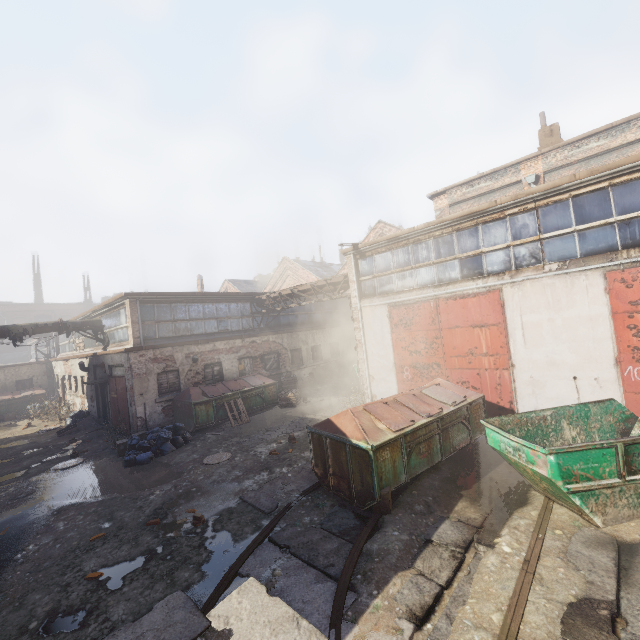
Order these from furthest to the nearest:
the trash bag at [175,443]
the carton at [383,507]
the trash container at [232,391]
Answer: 1. the trash container at [232,391]
2. the trash bag at [175,443]
3. the carton at [383,507]

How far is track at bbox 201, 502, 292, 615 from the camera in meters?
4.6

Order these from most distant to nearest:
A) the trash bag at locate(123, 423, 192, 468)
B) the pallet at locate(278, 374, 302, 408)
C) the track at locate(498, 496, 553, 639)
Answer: the pallet at locate(278, 374, 302, 408), the trash bag at locate(123, 423, 192, 468), the track at locate(498, 496, 553, 639)

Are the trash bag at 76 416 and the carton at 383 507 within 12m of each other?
no

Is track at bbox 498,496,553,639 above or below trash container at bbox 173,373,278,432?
below

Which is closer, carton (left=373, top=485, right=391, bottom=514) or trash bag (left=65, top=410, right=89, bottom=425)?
carton (left=373, top=485, right=391, bottom=514)

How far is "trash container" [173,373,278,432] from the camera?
13.40m

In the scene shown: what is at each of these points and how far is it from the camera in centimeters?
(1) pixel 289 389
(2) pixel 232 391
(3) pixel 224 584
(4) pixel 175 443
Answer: (1) pallet, 1720cm
(2) trash container, 1463cm
(3) track, 488cm
(4) trash bag, 1158cm
